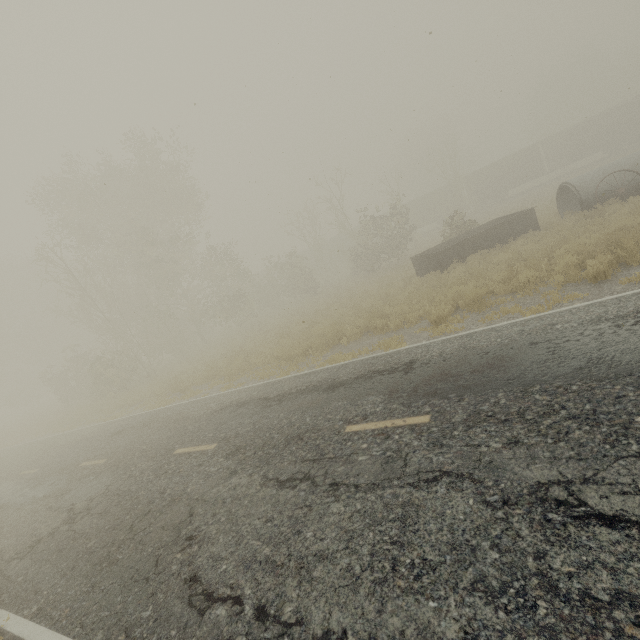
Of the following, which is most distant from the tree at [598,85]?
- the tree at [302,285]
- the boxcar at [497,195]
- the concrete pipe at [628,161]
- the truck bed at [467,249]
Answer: the tree at [302,285]

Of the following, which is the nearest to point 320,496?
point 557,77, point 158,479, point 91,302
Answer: point 158,479

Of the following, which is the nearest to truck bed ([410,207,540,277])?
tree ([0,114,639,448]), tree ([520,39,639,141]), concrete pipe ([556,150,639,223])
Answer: concrete pipe ([556,150,639,223])

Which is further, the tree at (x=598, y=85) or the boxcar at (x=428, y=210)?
the tree at (x=598, y=85)

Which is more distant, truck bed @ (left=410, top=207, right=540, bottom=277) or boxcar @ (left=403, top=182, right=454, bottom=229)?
boxcar @ (left=403, top=182, right=454, bottom=229)

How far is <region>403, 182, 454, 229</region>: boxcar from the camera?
41.5m

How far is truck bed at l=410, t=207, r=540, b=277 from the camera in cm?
1574

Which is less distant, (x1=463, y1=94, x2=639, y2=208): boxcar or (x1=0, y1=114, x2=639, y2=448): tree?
(x1=0, y1=114, x2=639, y2=448): tree
